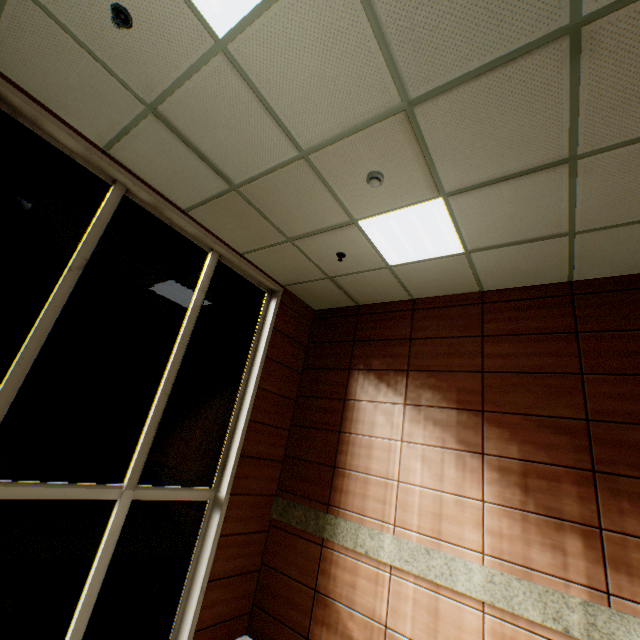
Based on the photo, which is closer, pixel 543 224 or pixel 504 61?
pixel 504 61

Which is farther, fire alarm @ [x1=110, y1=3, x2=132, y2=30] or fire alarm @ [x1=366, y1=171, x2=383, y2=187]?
fire alarm @ [x1=366, y1=171, x2=383, y2=187]

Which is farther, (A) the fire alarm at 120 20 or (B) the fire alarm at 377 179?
(B) the fire alarm at 377 179

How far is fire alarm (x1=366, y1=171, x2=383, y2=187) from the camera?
3.0m

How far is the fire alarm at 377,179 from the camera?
3.02m
